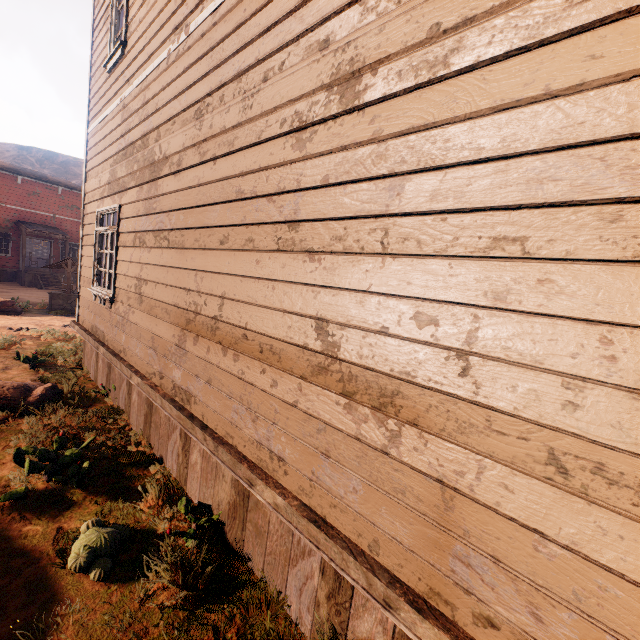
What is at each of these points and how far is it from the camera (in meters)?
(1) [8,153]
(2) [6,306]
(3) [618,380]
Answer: (1) z, 58.25
(2) instancedfoliageactor, 11.61
(3) building, 1.11

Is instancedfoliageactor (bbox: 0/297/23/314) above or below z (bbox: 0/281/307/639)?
above

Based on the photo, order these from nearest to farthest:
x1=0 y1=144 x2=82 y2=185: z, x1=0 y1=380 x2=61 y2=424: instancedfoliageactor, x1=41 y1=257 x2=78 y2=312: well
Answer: x1=0 y1=380 x2=61 y2=424: instancedfoliageactor → x1=41 y1=257 x2=78 y2=312: well → x1=0 y1=144 x2=82 y2=185: z

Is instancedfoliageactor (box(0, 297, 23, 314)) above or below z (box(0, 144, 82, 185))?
below

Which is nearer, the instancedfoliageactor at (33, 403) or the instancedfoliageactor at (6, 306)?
→ the instancedfoliageactor at (33, 403)

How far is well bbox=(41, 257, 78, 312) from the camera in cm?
1325

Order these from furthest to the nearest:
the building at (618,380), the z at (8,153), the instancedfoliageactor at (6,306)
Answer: the z at (8,153) < the instancedfoliageactor at (6,306) < the building at (618,380)

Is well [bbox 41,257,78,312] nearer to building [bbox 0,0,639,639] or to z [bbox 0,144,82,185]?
building [bbox 0,0,639,639]
